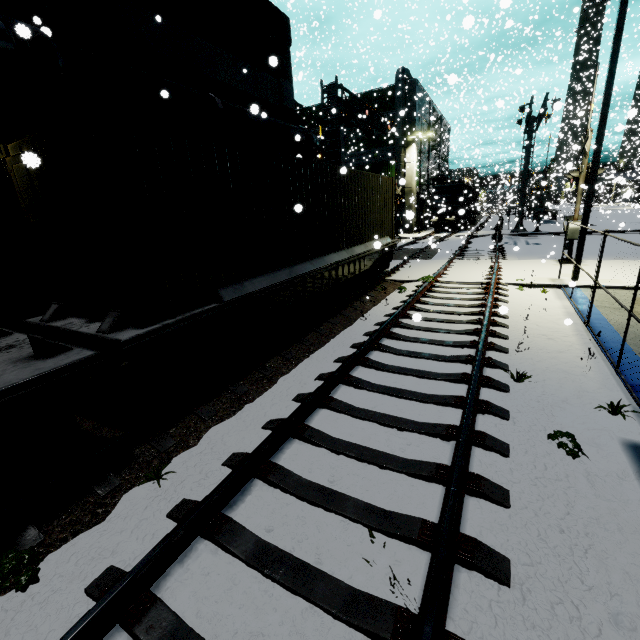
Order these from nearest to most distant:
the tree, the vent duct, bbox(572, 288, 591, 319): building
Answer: the tree, bbox(572, 288, 591, 319): building, the vent duct

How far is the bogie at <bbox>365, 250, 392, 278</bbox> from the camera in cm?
1281

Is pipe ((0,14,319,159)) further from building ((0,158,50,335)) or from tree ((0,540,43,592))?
tree ((0,540,43,592))

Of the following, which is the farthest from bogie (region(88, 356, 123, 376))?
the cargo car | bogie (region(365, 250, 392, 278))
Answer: bogie (region(365, 250, 392, 278))

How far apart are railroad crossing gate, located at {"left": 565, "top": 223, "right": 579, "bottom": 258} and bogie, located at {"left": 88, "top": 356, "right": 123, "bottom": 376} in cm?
1653

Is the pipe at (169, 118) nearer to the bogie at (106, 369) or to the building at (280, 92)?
the building at (280, 92)

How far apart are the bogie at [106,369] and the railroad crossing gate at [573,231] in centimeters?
1653cm

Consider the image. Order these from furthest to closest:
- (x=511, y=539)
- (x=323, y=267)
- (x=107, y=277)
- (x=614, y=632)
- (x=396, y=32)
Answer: (x=396, y=32)
(x=323, y=267)
(x=107, y=277)
(x=511, y=539)
(x=614, y=632)
